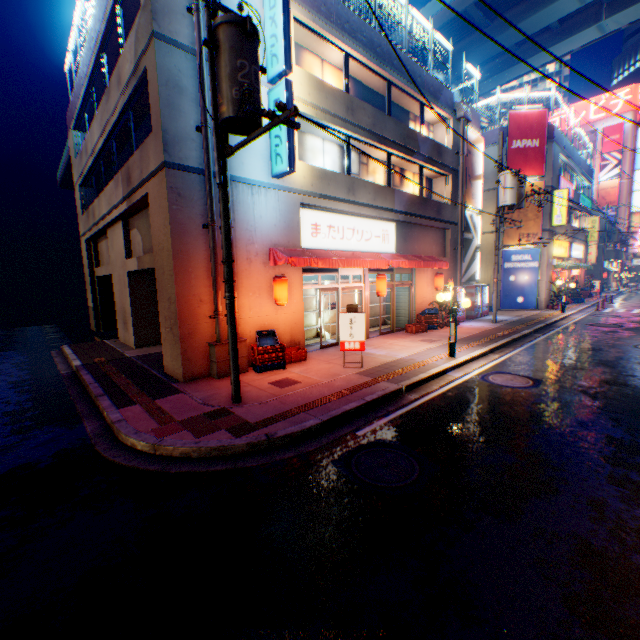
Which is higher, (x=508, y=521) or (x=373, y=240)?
(x=373, y=240)

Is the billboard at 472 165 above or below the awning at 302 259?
above

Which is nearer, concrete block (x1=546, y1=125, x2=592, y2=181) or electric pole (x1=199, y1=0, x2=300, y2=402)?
electric pole (x1=199, y1=0, x2=300, y2=402)

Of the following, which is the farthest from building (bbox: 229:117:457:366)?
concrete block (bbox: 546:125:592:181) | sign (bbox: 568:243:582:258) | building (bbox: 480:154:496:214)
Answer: sign (bbox: 568:243:582:258)

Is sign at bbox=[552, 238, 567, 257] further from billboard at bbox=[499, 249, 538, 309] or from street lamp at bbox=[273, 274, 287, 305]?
street lamp at bbox=[273, 274, 287, 305]

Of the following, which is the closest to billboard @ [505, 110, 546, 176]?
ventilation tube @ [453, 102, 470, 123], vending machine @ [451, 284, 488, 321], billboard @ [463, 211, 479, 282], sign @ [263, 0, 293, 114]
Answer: billboard @ [463, 211, 479, 282]

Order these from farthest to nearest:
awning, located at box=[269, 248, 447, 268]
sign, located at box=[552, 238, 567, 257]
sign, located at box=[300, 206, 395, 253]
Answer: sign, located at box=[552, 238, 567, 257] < sign, located at box=[300, 206, 395, 253] < awning, located at box=[269, 248, 447, 268]

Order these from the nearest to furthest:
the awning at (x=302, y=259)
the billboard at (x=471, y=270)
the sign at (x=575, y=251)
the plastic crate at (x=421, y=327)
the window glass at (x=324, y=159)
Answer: the awning at (x=302, y=259), the window glass at (x=324, y=159), the plastic crate at (x=421, y=327), the billboard at (x=471, y=270), the sign at (x=575, y=251)
